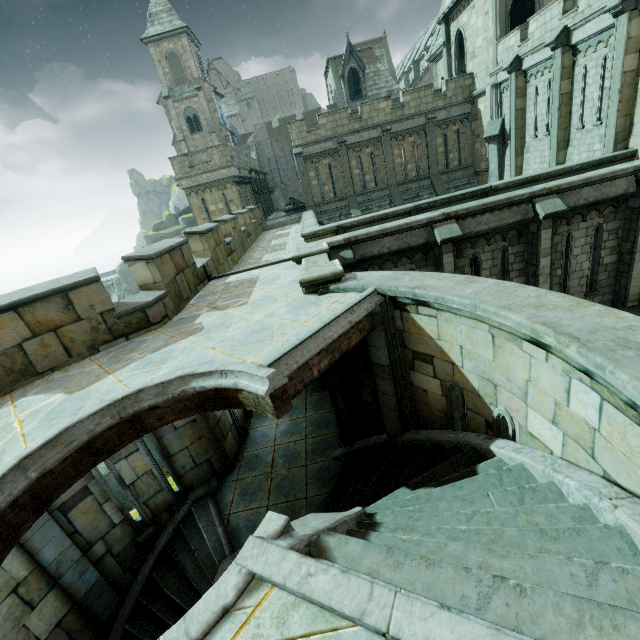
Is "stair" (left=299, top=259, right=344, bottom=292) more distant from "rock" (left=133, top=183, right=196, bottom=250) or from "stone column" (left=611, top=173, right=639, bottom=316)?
"rock" (left=133, top=183, right=196, bottom=250)

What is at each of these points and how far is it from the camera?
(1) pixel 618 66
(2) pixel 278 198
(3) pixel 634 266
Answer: (1) stone column, 12.15m
(2) rock, 41.94m
(3) stone column, 10.95m

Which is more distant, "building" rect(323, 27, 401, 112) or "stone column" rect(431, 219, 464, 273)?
"building" rect(323, 27, 401, 112)

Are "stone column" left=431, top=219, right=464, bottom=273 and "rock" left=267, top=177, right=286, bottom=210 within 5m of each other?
no

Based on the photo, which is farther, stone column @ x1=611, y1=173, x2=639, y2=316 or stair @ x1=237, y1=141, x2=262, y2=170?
stair @ x1=237, y1=141, x2=262, y2=170

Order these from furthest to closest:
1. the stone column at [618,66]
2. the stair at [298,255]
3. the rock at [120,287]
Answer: the rock at [120,287] < the stone column at [618,66] < the stair at [298,255]

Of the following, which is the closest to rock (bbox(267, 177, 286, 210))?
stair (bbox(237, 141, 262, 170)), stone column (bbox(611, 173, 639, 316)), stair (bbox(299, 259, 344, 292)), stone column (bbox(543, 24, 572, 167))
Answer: stair (bbox(237, 141, 262, 170))

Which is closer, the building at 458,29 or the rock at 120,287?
the building at 458,29
